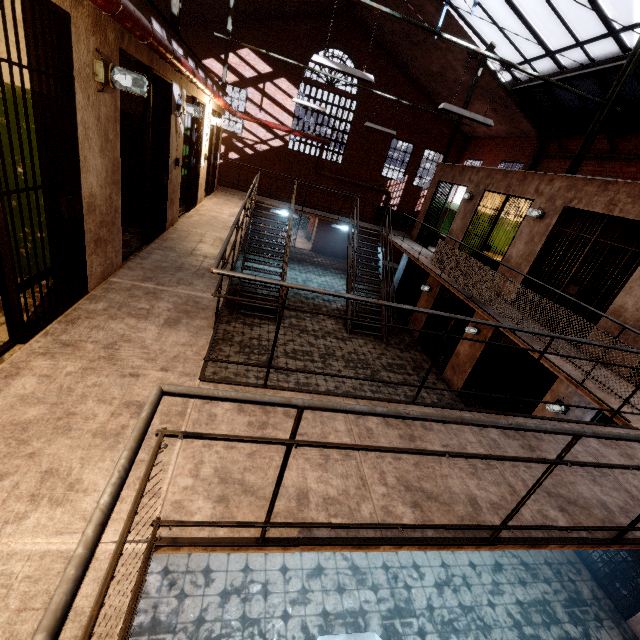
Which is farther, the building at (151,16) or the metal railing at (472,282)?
the building at (151,16)

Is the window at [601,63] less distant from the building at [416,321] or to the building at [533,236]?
the building at [533,236]

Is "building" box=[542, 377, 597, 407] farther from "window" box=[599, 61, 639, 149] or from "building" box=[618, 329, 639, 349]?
"window" box=[599, 61, 639, 149]

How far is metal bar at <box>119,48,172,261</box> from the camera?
4.3m

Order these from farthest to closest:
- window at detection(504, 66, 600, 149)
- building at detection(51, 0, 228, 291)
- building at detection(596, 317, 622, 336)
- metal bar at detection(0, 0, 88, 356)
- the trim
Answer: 1. the trim
2. window at detection(504, 66, 600, 149)
3. building at detection(596, 317, 622, 336)
4. building at detection(51, 0, 228, 291)
5. metal bar at detection(0, 0, 88, 356)

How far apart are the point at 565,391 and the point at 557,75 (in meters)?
9.70

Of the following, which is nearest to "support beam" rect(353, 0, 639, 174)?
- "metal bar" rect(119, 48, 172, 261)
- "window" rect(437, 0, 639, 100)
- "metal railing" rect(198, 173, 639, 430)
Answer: "window" rect(437, 0, 639, 100)

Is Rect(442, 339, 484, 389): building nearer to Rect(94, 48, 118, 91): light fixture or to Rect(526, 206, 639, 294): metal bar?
Rect(526, 206, 639, 294): metal bar
